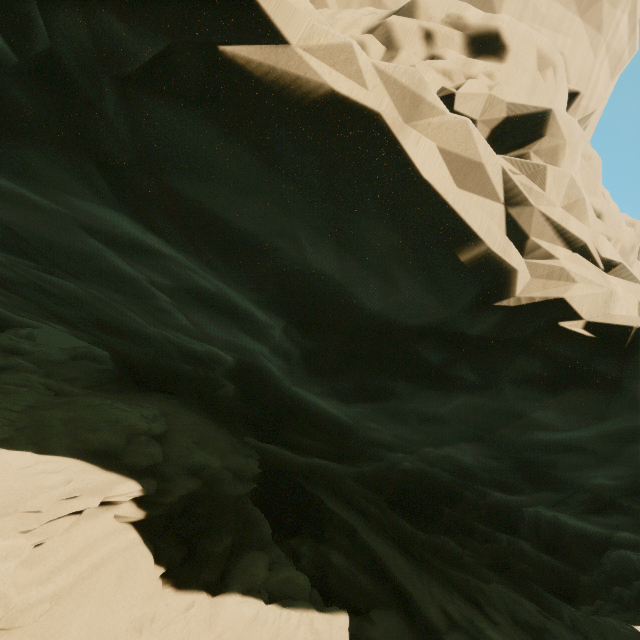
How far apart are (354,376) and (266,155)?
4.0 meters
